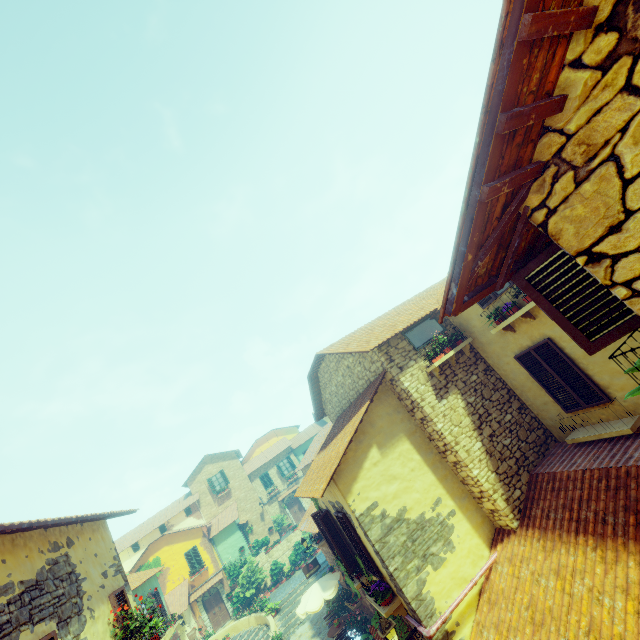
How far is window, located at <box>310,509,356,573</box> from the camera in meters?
9.6 m

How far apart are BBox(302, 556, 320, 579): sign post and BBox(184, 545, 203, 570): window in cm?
1556

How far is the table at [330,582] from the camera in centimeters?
1464cm

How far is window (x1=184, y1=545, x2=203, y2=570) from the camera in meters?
27.7

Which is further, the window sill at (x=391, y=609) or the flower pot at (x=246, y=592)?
the flower pot at (x=246, y=592)

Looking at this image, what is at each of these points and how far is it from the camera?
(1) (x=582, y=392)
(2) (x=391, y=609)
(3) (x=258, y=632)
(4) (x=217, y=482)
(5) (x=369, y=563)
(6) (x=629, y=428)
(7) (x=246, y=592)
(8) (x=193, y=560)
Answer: (1) window, 7.1m
(2) window sill, 7.3m
(3) stair, 22.2m
(4) window, 34.2m
(5) window, 8.0m
(6) window sill, 6.1m
(7) flower pot, 26.5m
(8) window, 27.9m

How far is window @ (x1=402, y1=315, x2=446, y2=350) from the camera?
8.92m

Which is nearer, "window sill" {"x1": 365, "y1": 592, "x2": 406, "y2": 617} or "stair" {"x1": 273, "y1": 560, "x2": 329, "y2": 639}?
"window sill" {"x1": 365, "y1": 592, "x2": 406, "y2": 617}
